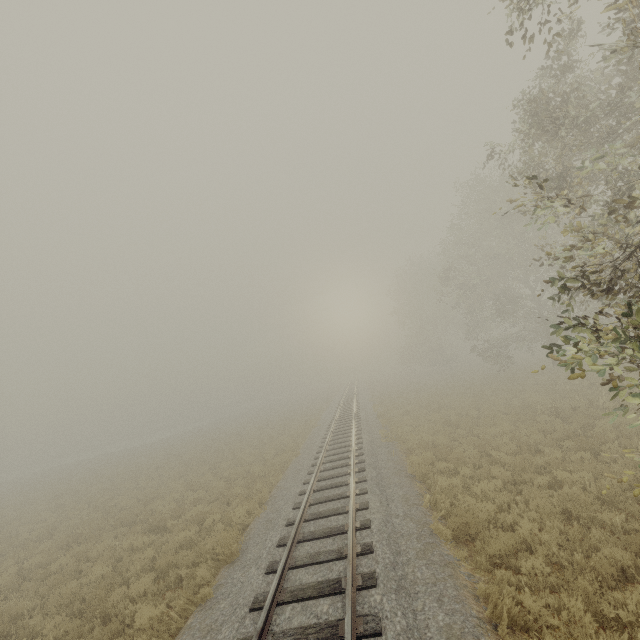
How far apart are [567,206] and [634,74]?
6.9 meters
